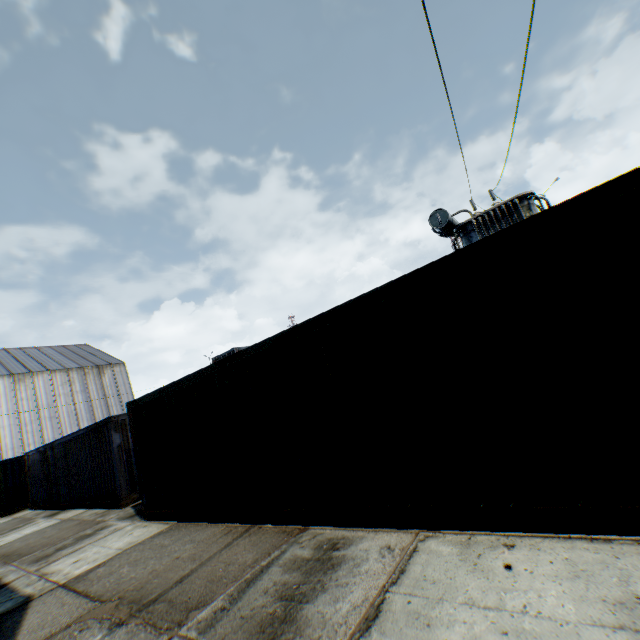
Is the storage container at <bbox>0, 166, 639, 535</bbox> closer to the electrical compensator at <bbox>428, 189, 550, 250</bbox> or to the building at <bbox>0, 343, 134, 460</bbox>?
the electrical compensator at <bbox>428, 189, 550, 250</bbox>

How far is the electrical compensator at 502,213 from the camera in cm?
1130

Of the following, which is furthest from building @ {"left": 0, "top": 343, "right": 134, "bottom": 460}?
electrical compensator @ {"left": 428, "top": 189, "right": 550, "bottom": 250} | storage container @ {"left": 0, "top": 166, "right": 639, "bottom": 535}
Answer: electrical compensator @ {"left": 428, "top": 189, "right": 550, "bottom": 250}

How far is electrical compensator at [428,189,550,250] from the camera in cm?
1130

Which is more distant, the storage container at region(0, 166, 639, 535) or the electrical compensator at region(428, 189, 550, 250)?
the electrical compensator at region(428, 189, 550, 250)

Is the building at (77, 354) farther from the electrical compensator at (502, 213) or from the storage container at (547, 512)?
the electrical compensator at (502, 213)

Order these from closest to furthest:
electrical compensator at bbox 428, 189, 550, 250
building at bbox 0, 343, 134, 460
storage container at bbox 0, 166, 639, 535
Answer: storage container at bbox 0, 166, 639, 535 → electrical compensator at bbox 428, 189, 550, 250 → building at bbox 0, 343, 134, 460

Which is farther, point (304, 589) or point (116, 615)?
point (116, 615)
